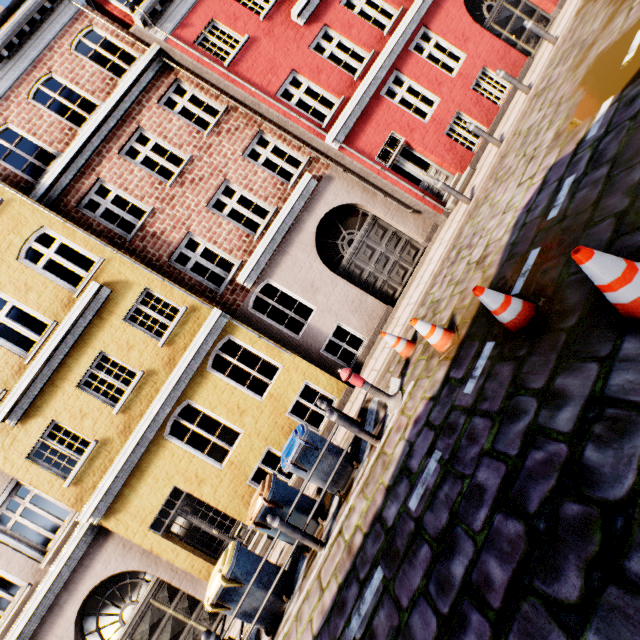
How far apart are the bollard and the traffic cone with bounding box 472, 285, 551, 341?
4.54m

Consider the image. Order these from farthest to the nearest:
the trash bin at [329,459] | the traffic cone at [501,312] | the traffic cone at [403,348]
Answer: the traffic cone at [403,348] < the trash bin at [329,459] < the traffic cone at [501,312]

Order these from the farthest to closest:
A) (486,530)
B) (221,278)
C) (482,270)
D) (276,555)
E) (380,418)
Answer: (221,278), (276,555), (380,418), (482,270), (486,530)

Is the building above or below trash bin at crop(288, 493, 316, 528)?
above

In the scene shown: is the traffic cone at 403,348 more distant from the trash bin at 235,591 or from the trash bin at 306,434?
the trash bin at 235,591

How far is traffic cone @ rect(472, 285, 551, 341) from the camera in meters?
3.7

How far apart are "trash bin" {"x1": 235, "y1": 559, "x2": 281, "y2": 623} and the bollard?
0.96m

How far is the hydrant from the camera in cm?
593
